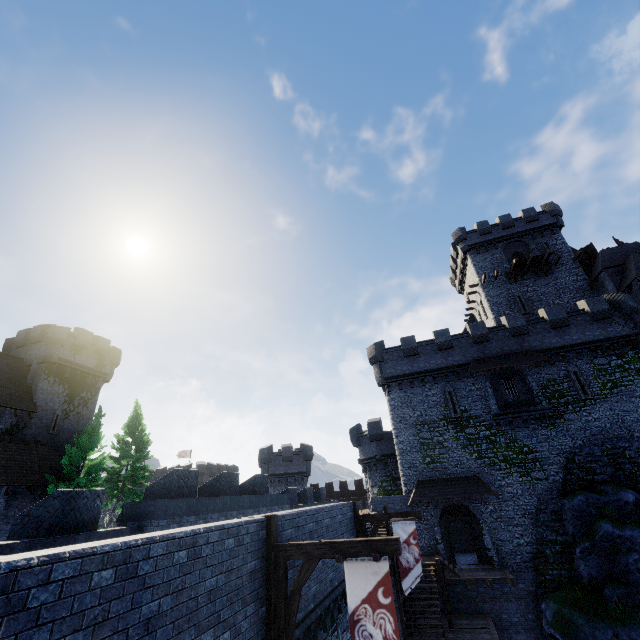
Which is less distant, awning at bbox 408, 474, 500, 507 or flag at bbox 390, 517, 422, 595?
flag at bbox 390, 517, 422, 595

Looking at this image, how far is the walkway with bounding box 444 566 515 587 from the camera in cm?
1897

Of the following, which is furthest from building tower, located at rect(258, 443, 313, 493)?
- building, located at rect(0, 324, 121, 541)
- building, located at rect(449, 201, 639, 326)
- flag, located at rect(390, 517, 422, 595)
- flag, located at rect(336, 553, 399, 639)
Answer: flag, located at rect(336, 553, 399, 639)

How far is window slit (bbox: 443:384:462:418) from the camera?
26.2 meters

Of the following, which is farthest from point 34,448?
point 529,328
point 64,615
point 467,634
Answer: point 529,328

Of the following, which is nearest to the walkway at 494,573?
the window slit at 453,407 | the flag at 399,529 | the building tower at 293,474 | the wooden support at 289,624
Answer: the flag at 399,529

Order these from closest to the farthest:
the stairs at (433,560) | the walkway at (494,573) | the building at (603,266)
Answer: the stairs at (433,560)
the walkway at (494,573)
the building at (603,266)

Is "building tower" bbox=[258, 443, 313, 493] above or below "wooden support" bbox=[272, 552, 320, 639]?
above
